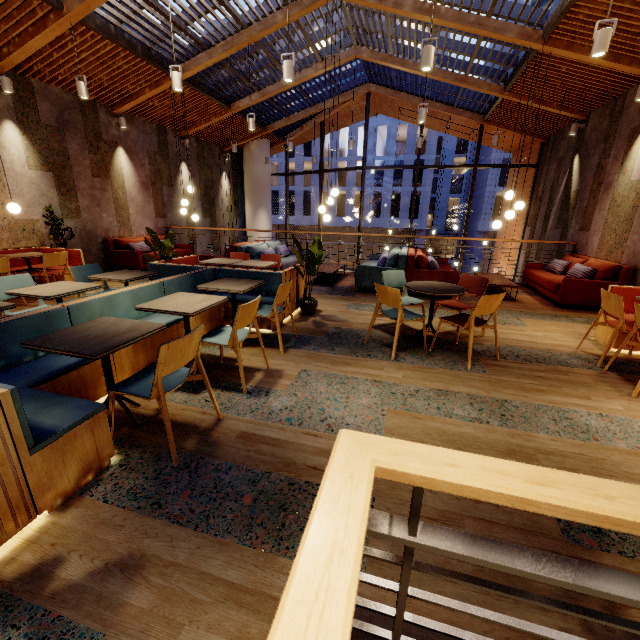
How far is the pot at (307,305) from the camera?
5.3 meters

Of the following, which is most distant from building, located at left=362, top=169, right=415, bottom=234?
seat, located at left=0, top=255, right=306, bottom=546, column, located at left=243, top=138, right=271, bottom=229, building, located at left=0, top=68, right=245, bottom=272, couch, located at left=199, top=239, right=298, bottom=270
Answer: seat, located at left=0, top=255, right=306, bottom=546

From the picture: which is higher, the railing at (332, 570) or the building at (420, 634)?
the railing at (332, 570)

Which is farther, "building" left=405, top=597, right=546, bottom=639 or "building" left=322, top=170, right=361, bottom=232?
"building" left=322, top=170, right=361, bottom=232

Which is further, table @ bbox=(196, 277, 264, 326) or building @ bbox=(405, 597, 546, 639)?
table @ bbox=(196, 277, 264, 326)

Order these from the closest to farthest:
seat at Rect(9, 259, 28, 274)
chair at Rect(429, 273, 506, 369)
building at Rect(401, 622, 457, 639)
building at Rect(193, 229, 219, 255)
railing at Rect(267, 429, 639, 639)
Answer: railing at Rect(267, 429, 639, 639)
building at Rect(401, 622, 457, 639)
chair at Rect(429, 273, 506, 369)
seat at Rect(9, 259, 28, 274)
building at Rect(193, 229, 219, 255)

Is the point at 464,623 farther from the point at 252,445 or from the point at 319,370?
the point at 319,370

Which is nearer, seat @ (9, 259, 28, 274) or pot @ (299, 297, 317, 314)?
pot @ (299, 297, 317, 314)
